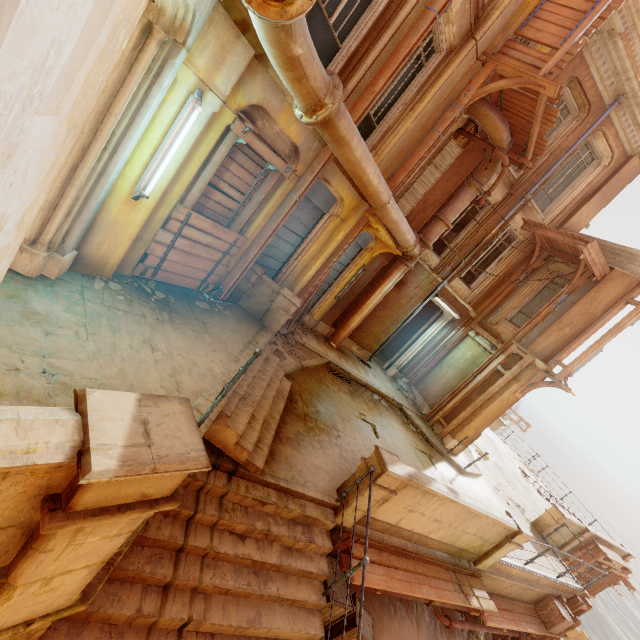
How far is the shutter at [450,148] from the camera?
9.9 meters

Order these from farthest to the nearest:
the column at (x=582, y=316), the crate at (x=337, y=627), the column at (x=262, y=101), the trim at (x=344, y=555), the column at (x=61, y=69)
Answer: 1. the column at (x=582, y=316)
2. the trim at (x=344, y=555)
3. the crate at (x=337, y=627)
4. the column at (x=262, y=101)
5. the column at (x=61, y=69)

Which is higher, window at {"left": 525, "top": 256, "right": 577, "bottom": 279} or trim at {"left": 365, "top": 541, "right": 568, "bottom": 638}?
window at {"left": 525, "top": 256, "right": 577, "bottom": 279}

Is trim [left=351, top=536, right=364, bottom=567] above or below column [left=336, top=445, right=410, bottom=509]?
below

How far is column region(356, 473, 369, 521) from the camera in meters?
5.4 m

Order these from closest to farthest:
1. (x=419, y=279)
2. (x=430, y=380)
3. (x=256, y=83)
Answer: (x=256, y=83) < (x=419, y=279) < (x=430, y=380)

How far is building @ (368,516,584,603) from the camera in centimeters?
633cm

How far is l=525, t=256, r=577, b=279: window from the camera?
12.2 meters
